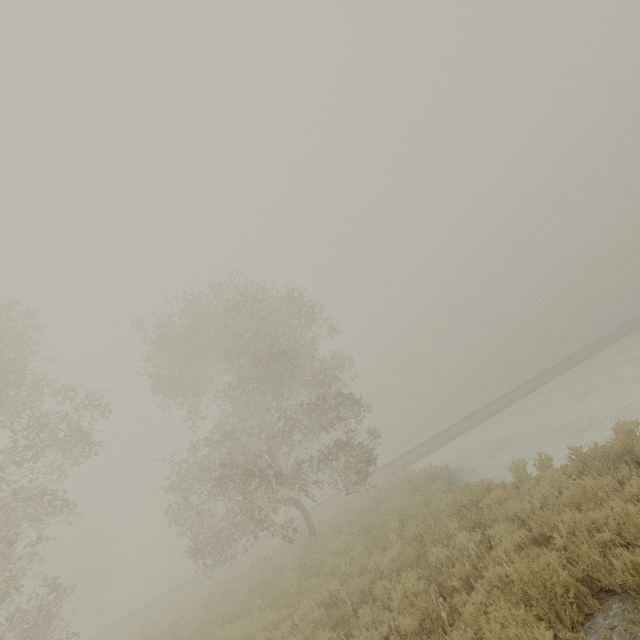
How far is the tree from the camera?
15.2m

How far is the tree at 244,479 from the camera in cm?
1516

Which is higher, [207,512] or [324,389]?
[324,389]
